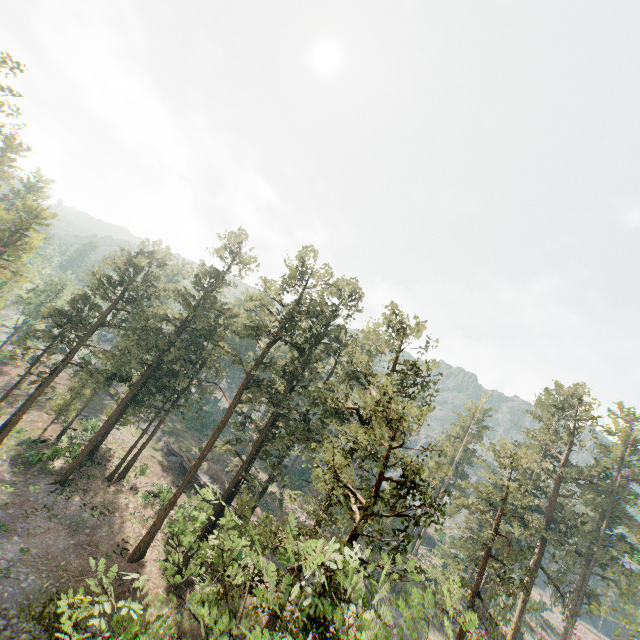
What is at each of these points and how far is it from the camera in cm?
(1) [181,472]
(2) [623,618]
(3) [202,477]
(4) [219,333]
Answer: (1) ground embankment, 4659
(2) foliage, 1556
(3) ground embankment, 4581
(4) foliage, 4159

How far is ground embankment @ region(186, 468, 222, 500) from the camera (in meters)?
44.06

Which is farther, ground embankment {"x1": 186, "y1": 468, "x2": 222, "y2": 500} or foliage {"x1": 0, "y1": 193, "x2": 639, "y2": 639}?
ground embankment {"x1": 186, "y1": 468, "x2": 222, "y2": 500}

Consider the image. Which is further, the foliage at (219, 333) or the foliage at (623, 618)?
the foliage at (623, 618)

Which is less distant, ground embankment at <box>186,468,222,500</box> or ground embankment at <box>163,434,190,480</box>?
ground embankment at <box>186,468,222,500</box>

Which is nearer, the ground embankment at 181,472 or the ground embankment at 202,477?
the ground embankment at 202,477
